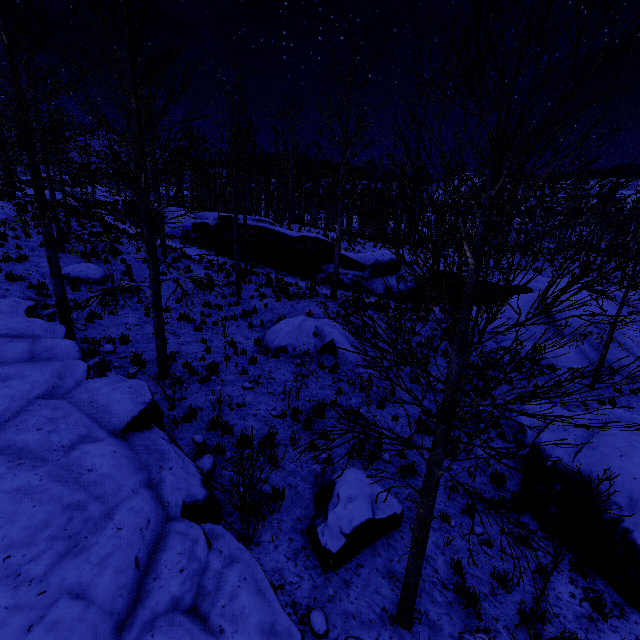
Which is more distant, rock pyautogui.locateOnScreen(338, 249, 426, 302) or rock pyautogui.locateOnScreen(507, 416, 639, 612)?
rock pyautogui.locateOnScreen(338, 249, 426, 302)

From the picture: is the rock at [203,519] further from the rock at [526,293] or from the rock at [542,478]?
the rock at [526,293]

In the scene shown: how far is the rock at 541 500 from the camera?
6.9m

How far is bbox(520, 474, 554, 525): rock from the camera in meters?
6.9 m

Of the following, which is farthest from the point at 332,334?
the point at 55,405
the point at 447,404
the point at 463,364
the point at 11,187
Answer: the point at 11,187

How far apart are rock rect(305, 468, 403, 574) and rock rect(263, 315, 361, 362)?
5.9m

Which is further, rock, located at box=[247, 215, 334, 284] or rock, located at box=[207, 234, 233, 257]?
rock, located at box=[207, 234, 233, 257]

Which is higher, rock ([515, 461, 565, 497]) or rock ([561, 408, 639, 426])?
rock ([561, 408, 639, 426])
